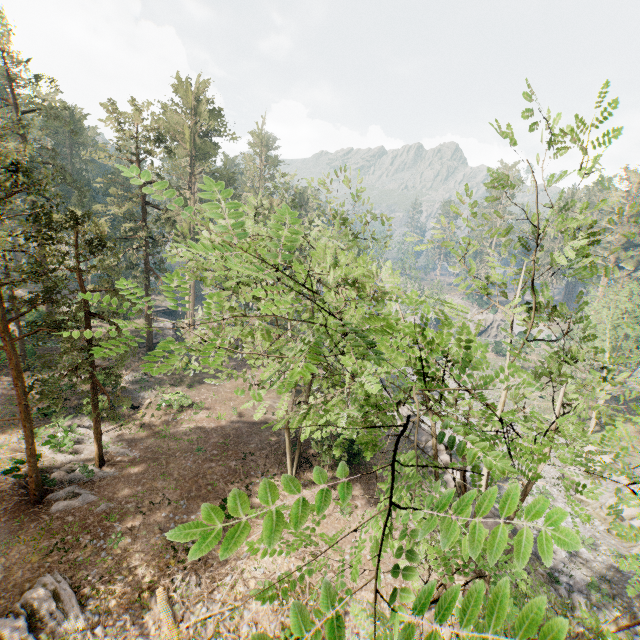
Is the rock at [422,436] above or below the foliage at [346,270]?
below

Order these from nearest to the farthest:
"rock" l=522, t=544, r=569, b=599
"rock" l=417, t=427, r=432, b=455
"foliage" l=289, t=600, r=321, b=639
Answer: "foliage" l=289, t=600, r=321, b=639
"rock" l=522, t=544, r=569, b=599
"rock" l=417, t=427, r=432, b=455

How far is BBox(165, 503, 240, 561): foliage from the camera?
0.91m

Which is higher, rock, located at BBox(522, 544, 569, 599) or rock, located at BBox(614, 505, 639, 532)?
rock, located at BBox(614, 505, 639, 532)

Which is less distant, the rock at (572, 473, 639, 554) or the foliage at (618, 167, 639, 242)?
the foliage at (618, 167, 639, 242)

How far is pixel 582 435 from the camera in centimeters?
336cm

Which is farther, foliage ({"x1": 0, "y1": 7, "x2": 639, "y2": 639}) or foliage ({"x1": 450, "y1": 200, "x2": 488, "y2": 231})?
foliage ({"x1": 450, "y1": 200, "x2": 488, "y2": 231})
